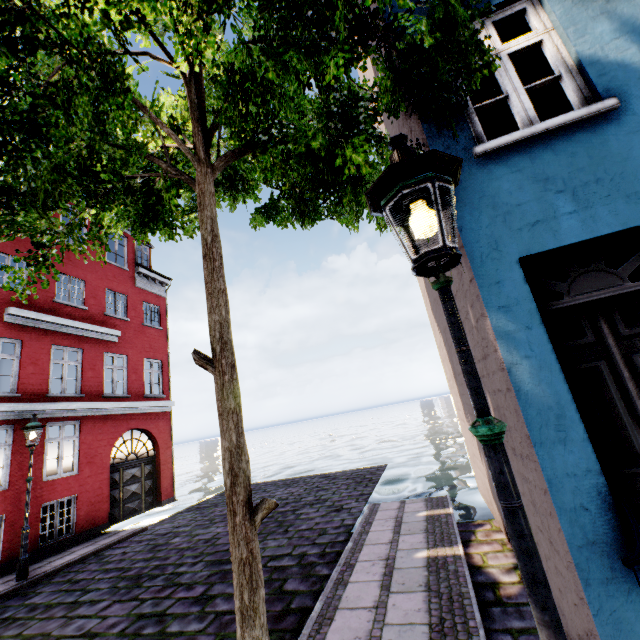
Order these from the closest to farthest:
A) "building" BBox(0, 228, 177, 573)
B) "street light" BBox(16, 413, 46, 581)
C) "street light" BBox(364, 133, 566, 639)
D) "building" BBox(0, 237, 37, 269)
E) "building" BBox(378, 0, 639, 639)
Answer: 1. "street light" BBox(364, 133, 566, 639)
2. "building" BBox(378, 0, 639, 639)
3. "street light" BBox(16, 413, 46, 581)
4. "building" BBox(0, 228, 177, 573)
5. "building" BBox(0, 237, 37, 269)

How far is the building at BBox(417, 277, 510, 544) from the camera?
5.5m

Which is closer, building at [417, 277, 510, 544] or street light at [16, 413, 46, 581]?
building at [417, 277, 510, 544]

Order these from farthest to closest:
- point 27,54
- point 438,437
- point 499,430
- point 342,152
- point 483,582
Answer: point 438,437
point 483,582
point 342,152
point 27,54
point 499,430

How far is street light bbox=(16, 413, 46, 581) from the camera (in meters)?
7.76

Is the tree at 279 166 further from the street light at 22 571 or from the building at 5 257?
the street light at 22 571

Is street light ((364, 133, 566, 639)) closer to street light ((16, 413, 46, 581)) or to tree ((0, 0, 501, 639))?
tree ((0, 0, 501, 639))

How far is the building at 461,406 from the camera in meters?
5.5
